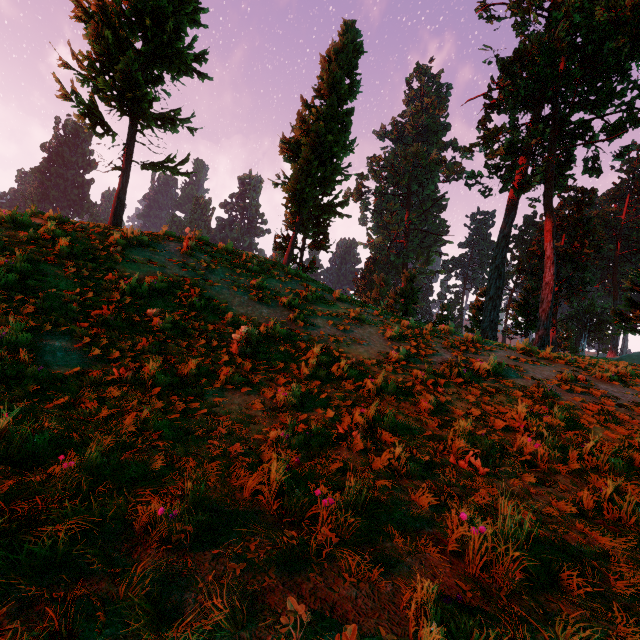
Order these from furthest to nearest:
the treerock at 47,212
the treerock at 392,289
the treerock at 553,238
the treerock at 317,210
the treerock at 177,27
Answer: the treerock at 392,289
the treerock at 553,238
the treerock at 317,210
the treerock at 177,27
the treerock at 47,212

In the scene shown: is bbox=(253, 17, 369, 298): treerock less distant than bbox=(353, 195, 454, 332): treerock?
Yes

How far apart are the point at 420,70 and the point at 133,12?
63.9m

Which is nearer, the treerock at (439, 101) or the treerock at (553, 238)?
the treerock at (553, 238)

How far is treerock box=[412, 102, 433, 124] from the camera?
58.3m

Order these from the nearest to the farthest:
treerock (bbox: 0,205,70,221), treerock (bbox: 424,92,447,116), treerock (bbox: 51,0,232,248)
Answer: treerock (bbox: 0,205,70,221) < treerock (bbox: 51,0,232,248) < treerock (bbox: 424,92,447,116)
